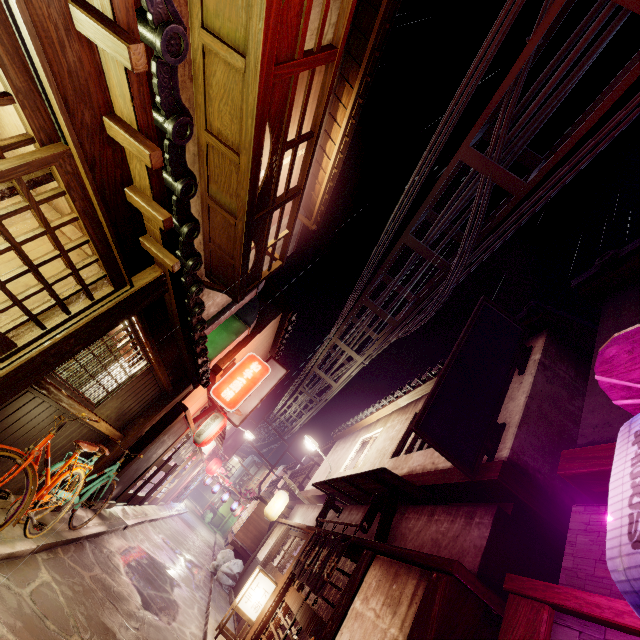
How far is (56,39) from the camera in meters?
3.5 m

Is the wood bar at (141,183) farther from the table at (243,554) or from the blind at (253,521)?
the table at (243,554)

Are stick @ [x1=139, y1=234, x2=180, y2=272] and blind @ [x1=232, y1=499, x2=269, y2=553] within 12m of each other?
no

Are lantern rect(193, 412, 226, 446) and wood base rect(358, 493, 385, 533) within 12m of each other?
yes

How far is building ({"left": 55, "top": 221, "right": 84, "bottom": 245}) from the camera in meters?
7.1 m

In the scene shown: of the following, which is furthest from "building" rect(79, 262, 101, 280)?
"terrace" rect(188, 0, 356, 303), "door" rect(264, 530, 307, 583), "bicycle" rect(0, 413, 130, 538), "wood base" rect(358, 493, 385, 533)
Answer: "door" rect(264, 530, 307, 583)

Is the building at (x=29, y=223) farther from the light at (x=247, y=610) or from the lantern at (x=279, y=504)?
the lantern at (x=279, y=504)

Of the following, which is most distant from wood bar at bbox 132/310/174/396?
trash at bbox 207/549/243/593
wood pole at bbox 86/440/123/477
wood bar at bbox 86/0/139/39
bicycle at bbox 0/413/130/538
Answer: trash at bbox 207/549/243/593
